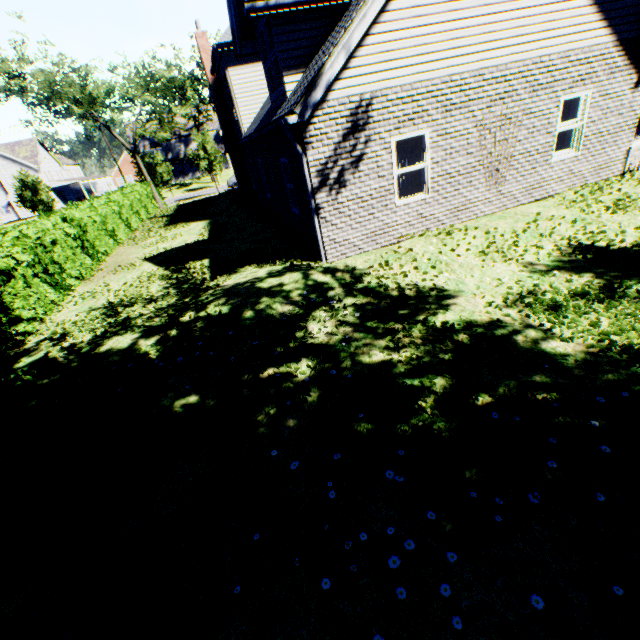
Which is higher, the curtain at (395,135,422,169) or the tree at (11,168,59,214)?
the tree at (11,168,59,214)

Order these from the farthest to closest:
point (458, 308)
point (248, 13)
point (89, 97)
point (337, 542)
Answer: point (89, 97), point (248, 13), point (458, 308), point (337, 542)

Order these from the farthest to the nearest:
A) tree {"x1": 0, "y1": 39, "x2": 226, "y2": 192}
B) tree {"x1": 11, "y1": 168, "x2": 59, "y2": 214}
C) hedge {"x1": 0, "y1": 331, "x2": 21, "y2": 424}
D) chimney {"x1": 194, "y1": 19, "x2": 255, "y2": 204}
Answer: tree {"x1": 11, "y1": 168, "x2": 59, "y2": 214} → tree {"x1": 0, "y1": 39, "x2": 226, "y2": 192} → chimney {"x1": 194, "y1": 19, "x2": 255, "y2": 204} → hedge {"x1": 0, "y1": 331, "x2": 21, "y2": 424}

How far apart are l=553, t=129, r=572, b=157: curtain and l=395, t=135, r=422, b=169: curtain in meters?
3.9

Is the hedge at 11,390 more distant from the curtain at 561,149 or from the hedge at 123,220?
the curtain at 561,149

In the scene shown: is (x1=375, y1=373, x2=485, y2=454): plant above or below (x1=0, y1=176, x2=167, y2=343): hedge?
below

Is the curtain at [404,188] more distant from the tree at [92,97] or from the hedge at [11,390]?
the tree at [92,97]
